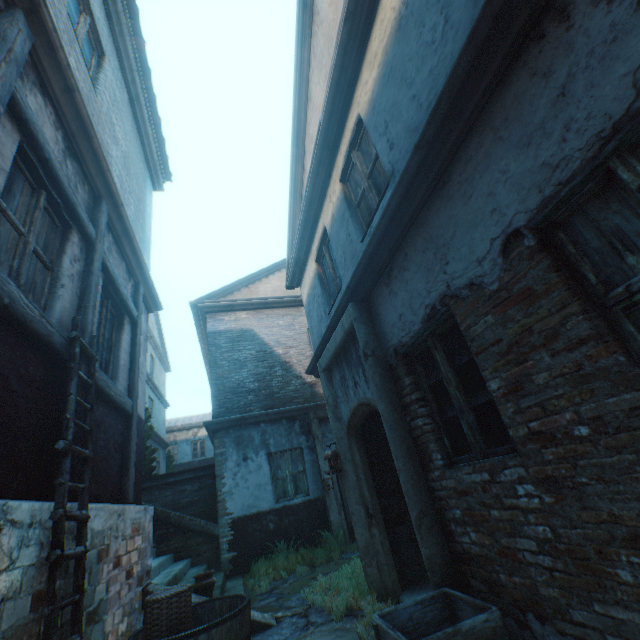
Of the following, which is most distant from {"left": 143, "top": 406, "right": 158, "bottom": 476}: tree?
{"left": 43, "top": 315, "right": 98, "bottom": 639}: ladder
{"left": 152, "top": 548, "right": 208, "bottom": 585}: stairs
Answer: {"left": 43, "top": 315, "right": 98, "bottom": 639}: ladder

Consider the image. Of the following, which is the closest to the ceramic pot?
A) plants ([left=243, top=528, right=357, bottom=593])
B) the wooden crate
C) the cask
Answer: the cask

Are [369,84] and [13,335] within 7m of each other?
yes

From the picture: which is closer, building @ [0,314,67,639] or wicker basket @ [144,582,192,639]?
building @ [0,314,67,639]

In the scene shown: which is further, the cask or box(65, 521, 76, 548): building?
the cask

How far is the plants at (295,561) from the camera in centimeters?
702cm

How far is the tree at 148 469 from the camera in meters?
10.5 m
